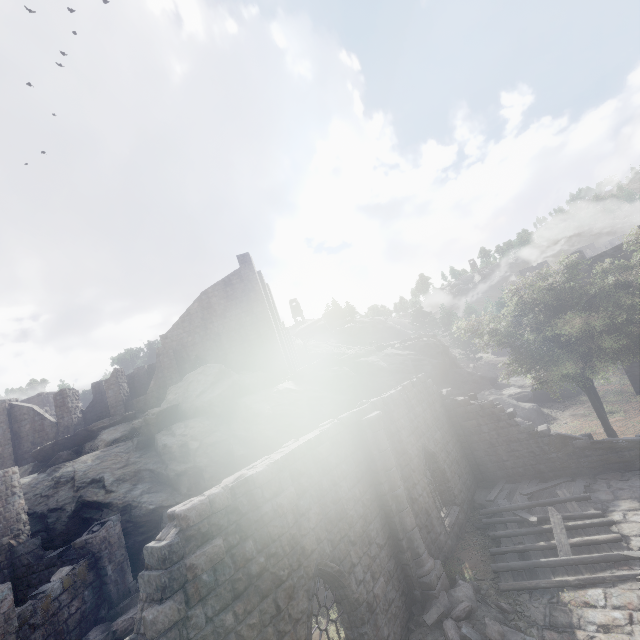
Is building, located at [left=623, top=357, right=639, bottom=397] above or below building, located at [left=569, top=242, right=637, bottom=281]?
below

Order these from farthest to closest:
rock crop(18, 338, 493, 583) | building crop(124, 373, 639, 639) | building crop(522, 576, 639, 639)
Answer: rock crop(18, 338, 493, 583) → building crop(522, 576, 639, 639) → building crop(124, 373, 639, 639)

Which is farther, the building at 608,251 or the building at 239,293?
the building at 608,251

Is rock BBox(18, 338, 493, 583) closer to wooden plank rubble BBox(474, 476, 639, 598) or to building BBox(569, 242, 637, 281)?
building BBox(569, 242, 637, 281)

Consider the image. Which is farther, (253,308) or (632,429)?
(253,308)

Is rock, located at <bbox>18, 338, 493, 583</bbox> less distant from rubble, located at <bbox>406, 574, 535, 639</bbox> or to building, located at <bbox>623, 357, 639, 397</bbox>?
building, located at <bbox>623, 357, 639, 397</bbox>

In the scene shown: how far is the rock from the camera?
17.8 meters

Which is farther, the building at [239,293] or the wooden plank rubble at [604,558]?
the building at [239,293]
